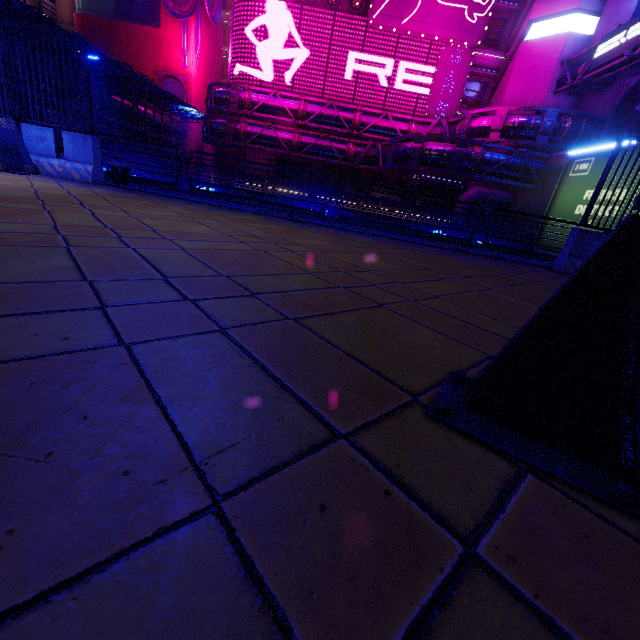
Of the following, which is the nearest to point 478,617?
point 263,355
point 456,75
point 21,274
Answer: point 263,355

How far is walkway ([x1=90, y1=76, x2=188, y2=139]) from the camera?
25.3 meters

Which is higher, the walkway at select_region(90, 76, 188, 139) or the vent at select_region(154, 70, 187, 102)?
the vent at select_region(154, 70, 187, 102)

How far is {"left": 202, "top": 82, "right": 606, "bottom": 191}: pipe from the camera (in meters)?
21.17

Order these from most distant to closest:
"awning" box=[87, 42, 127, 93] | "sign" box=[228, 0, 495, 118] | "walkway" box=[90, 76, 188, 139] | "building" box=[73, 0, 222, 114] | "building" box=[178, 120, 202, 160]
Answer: "building" box=[178, 120, 202, 160]
"building" box=[73, 0, 222, 114]
"sign" box=[228, 0, 495, 118]
"walkway" box=[90, 76, 188, 139]
"awning" box=[87, 42, 127, 93]

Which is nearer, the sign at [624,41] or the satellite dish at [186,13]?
the sign at [624,41]

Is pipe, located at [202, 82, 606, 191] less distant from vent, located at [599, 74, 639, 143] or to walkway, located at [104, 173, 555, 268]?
vent, located at [599, 74, 639, 143]

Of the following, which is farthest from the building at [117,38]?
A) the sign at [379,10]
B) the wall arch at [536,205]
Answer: the wall arch at [536,205]
